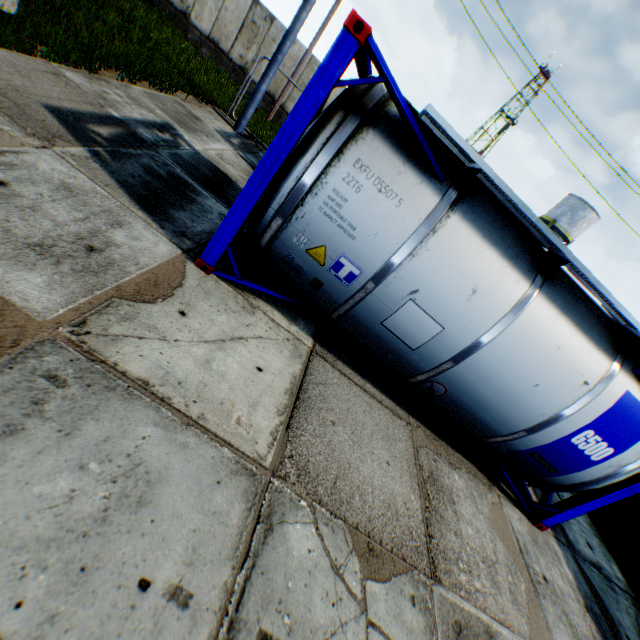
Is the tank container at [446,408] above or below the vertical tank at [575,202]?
below

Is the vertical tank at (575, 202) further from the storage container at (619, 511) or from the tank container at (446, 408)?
the tank container at (446, 408)

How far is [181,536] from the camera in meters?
2.0

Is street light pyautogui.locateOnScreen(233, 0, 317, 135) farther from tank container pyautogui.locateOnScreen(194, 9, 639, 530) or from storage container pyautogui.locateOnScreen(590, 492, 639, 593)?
storage container pyautogui.locateOnScreen(590, 492, 639, 593)

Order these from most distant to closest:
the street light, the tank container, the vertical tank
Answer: the vertical tank → the street light → the tank container

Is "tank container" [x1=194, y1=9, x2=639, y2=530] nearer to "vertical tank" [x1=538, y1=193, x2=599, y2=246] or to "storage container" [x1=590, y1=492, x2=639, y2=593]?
"storage container" [x1=590, y1=492, x2=639, y2=593]

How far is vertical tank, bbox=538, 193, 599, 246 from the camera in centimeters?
3284cm

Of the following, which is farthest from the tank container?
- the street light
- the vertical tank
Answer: the vertical tank
